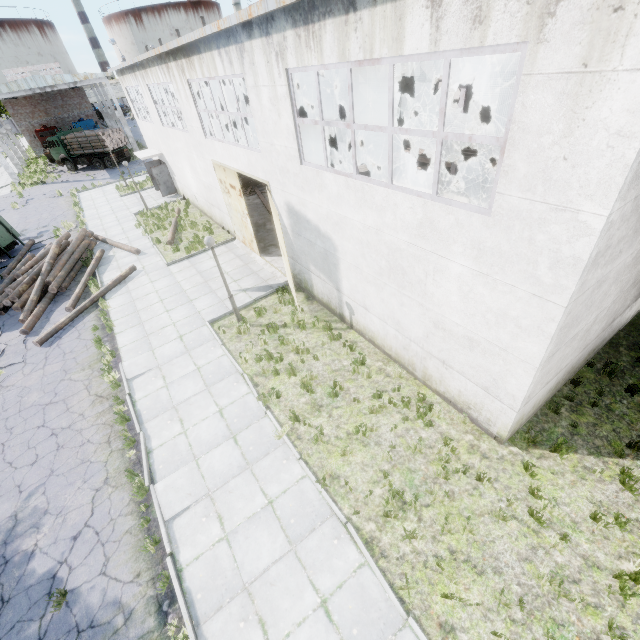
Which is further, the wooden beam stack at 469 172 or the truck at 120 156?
the truck at 120 156

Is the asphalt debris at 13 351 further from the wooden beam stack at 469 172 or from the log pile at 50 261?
the wooden beam stack at 469 172

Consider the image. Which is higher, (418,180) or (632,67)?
(632,67)

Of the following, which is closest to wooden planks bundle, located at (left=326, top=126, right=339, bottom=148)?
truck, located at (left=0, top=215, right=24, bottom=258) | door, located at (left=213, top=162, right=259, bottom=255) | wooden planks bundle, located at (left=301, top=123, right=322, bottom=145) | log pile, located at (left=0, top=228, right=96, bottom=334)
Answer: wooden planks bundle, located at (left=301, top=123, right=322, bottom=145)

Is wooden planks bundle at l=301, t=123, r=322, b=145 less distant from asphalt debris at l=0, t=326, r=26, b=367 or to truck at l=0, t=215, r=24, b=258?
truck at l=0, t=215, r=24, b=258

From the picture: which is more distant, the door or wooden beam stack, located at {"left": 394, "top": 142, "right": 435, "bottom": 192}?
wooden beam stack, located at {"left": 394, "top": 142, "right": 435, "bottom": 192}

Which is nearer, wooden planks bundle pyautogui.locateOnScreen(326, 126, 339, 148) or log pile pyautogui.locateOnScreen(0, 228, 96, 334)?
log pile pyautogui.locateOnScreen(0, 228, 96, 334)

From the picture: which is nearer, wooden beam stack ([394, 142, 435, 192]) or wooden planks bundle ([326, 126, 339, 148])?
wooden beam stack ([394, 142, 435, 192])
